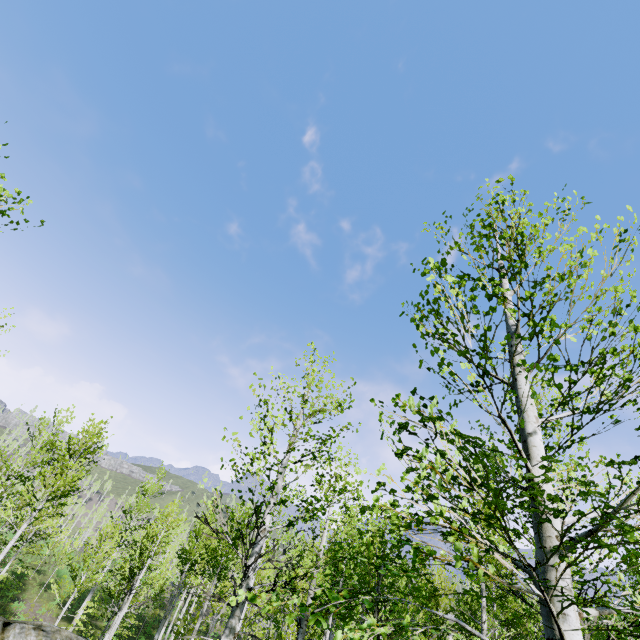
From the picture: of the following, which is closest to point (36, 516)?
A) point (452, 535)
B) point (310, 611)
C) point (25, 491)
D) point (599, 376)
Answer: point (25, 491)
